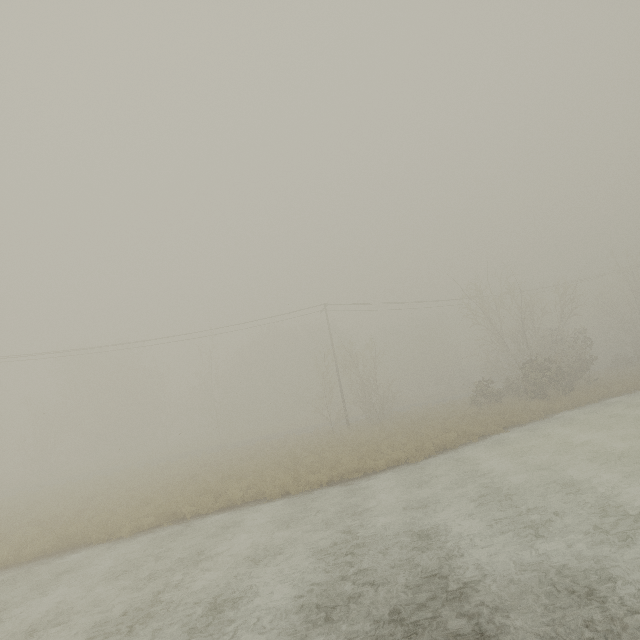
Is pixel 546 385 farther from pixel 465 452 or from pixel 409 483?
pixel 409 483
